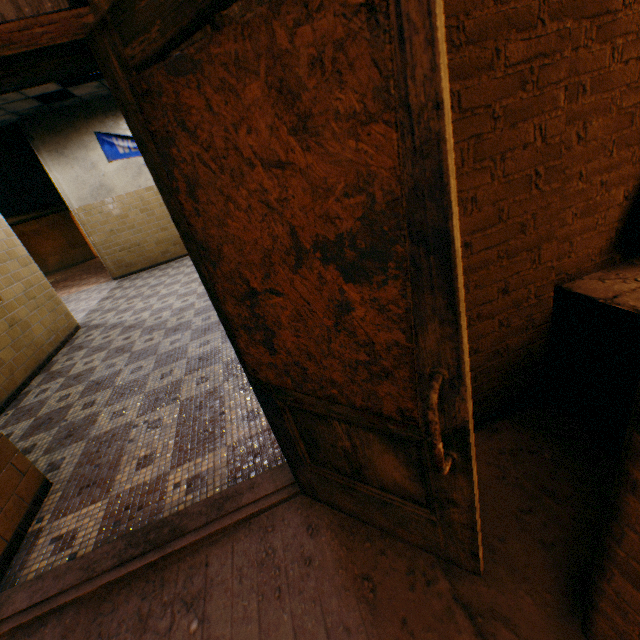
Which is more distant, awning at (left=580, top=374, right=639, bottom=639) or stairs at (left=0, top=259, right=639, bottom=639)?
stairs at (left=0, top=259, right=639, bottom=639)

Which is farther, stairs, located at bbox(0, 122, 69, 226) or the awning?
stairs, located at bbox(0, 122, 69, 226)

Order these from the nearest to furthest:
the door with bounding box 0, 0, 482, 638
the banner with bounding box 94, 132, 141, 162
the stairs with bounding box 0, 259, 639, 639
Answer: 1. the door with bounding box 0, 0, 482, 638
2. the stairs with bounding box 0, 259, 639, 639
3. the banner with bounding box 94, 132, 141, 162

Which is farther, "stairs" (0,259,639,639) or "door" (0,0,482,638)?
"stairs" (0,259,639,639)

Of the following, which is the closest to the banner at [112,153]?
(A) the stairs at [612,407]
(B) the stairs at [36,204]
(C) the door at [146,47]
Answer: (B) the stairs at [36,204]

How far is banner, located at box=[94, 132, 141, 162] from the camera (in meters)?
7.74

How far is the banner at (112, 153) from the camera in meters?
7.7

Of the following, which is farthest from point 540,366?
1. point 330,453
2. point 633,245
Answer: point 330,453
